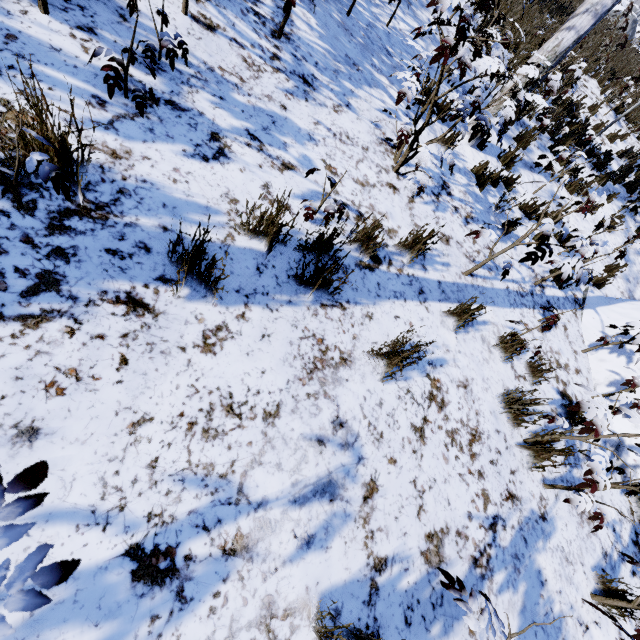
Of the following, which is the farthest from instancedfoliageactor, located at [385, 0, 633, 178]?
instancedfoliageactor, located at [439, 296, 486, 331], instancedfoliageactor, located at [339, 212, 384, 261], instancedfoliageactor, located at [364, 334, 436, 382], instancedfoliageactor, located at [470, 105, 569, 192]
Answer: instancedfoliageactor, located at [470, 105, 569, 192]

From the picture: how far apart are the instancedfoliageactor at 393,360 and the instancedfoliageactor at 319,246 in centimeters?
46cm

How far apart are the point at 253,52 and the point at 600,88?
13.49m

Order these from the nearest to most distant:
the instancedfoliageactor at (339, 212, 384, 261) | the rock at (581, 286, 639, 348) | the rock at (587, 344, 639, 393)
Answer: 1. the instancedfoliageactor at (339, 212, 384, 261)
2. the rock at (587, 344, 639, 393)
3. the rock at (581, 286, 639, 348)

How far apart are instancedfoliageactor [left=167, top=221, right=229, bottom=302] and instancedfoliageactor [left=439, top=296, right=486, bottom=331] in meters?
2.3

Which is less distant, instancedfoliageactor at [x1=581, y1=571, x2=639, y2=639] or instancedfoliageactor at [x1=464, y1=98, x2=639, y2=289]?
instancedfoliageactor at [x1=581, y1=571, x2=639, y2=639]

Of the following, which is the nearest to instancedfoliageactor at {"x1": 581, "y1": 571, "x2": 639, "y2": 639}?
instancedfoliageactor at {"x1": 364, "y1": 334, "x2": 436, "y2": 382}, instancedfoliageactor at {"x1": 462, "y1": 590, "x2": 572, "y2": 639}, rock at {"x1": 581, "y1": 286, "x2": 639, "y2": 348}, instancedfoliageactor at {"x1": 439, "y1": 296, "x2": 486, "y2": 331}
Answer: rock at {"x1": 581, "y1": 286, "x2": 639, "y2": 348}

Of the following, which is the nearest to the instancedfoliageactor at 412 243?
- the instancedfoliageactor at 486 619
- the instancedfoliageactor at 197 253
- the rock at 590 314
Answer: the instancedfoliageactor at 197 253
